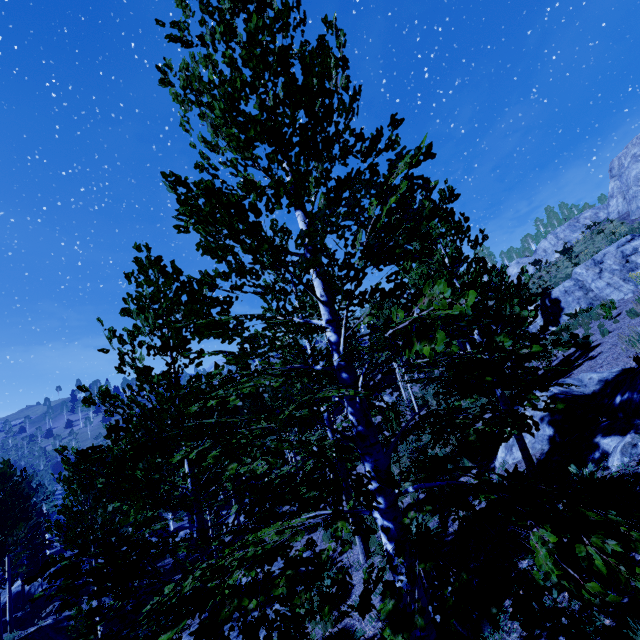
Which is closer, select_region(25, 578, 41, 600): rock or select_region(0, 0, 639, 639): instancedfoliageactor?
select_region(0, 0, 639, 639): instancedfoliageactor

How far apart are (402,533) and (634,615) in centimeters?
275cm

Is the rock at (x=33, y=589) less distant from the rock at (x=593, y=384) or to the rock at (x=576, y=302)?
the rock at (x=593, y=384)

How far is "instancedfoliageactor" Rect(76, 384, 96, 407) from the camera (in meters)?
5.64

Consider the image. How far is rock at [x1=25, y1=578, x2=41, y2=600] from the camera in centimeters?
2495cm

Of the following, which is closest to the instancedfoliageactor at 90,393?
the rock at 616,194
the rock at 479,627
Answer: the rock at 479,627

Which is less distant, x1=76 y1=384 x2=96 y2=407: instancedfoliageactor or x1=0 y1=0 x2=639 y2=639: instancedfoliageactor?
x1=0 y1=0 x2=639 y2=639: instancedfoliageactor

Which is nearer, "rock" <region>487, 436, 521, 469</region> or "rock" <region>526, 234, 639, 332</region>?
"rock" <region>487, 436, 521, 469</region>
